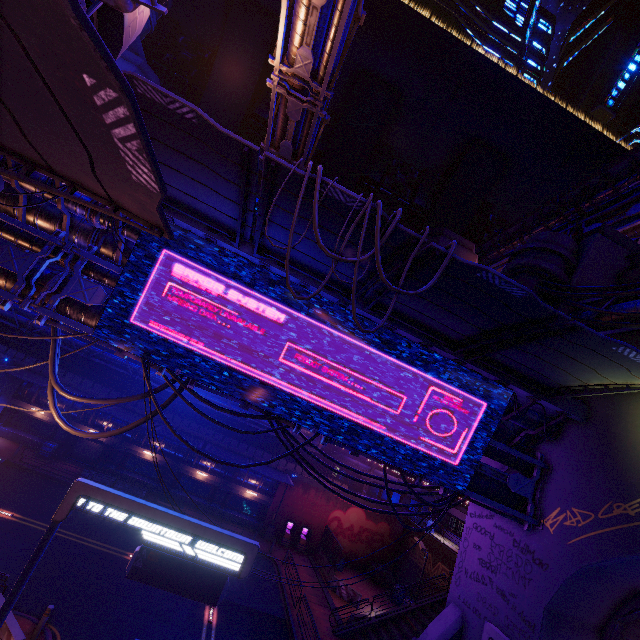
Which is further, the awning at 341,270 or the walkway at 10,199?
the walkway at 10,199

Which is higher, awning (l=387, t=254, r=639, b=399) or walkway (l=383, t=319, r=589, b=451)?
awning (l=387, t=254, r=639, b=399)

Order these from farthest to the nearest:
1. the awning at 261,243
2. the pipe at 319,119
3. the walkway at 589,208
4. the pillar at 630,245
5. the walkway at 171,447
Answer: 1. the walkway at 589,208
2. the walkway at 171,447
3. the pillar at 630,245
4. the pipe at 319,119
5. the awning at 261,243

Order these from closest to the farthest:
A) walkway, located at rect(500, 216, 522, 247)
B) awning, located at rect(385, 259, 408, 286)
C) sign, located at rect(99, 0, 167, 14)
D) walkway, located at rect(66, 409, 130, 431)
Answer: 1. sign, located at rect(99, 0, 167, 14)
2. awning, located at rect(385, 259, 408, 286)
3. walkway, located at rect(66, 409, 130, 431)
4. walkway, located at rect(500, 216, 522, 247)

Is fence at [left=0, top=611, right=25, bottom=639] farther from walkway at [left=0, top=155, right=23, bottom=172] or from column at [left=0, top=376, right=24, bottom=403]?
column at [left=0, top=376, right=24, bottom=403]

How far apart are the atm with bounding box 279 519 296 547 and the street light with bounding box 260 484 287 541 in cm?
46

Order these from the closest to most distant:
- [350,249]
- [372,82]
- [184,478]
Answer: [350,249] < [184,478] < [372,82]

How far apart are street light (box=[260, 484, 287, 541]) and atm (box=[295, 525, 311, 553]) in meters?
2.0
